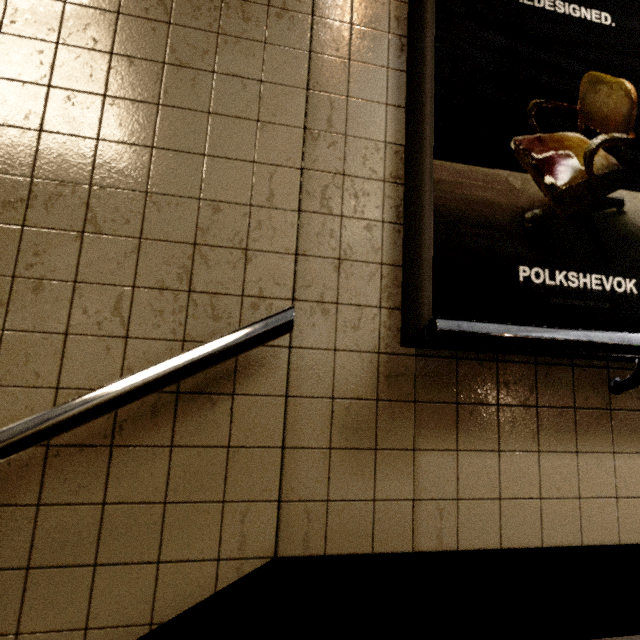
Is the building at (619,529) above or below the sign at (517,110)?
below

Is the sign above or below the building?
above

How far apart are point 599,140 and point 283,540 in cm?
179
